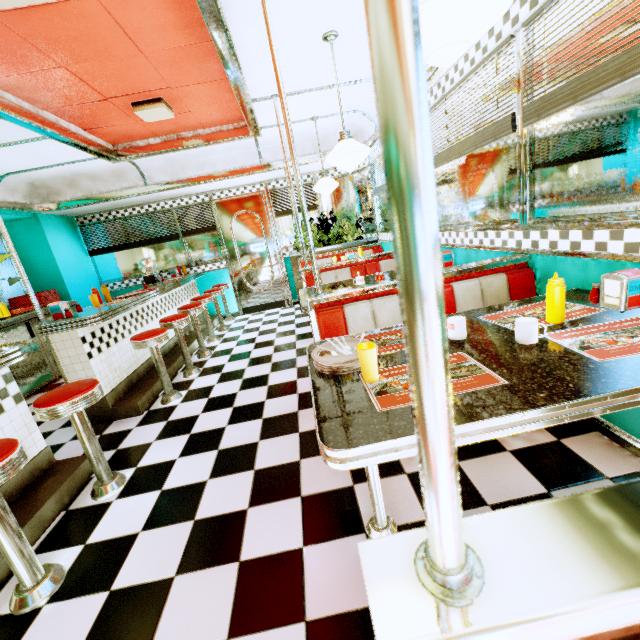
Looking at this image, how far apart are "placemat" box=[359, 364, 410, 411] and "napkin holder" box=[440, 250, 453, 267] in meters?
2.2

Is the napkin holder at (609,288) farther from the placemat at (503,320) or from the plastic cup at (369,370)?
the plastic cup at (369,370)

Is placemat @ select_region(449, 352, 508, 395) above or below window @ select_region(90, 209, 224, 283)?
below

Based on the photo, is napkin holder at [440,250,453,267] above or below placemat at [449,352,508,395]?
above

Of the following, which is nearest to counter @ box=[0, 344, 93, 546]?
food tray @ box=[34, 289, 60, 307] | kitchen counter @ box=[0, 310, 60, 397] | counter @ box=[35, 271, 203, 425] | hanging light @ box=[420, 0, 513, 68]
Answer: counter @ box=[35, 271, 203, 425]

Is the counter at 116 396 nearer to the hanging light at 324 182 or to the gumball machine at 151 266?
the gumball machine at 151 266

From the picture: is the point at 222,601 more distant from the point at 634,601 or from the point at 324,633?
the point at 634,601

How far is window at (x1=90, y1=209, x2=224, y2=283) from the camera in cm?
684
